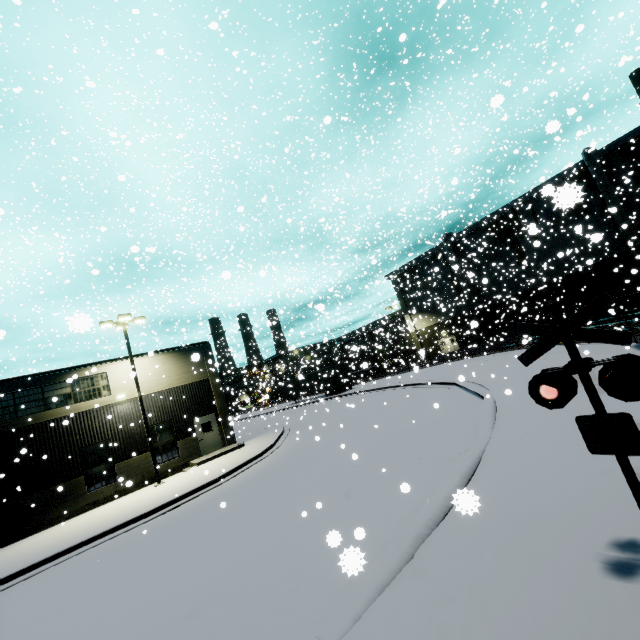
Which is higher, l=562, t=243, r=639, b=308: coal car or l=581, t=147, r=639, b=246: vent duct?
l=581, t=147, r=639, b=246: vent duct

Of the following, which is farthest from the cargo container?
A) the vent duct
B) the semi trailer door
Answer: the semi trailer door

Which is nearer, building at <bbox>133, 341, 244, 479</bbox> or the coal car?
the coal car

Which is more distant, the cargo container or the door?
the cargo container

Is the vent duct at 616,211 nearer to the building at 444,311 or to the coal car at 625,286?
the building at 444,311

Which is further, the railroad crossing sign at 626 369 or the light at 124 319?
the light at 124 319

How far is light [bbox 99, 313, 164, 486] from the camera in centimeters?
1831cm

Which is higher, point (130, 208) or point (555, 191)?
point (555, 191)
